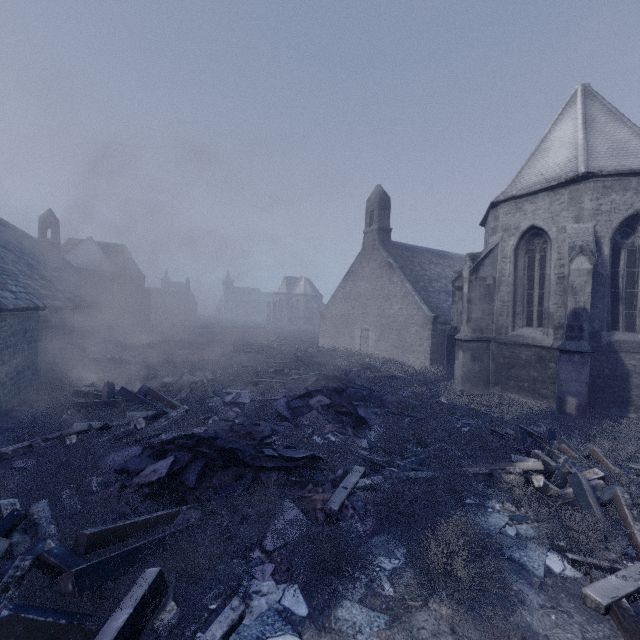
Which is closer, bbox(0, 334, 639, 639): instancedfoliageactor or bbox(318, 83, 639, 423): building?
bbox(0, 334, 639, 639): instancedfoliageactor

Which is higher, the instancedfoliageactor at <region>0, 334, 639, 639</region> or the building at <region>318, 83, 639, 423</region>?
the building at <region>318, 83, 639, 423</region>

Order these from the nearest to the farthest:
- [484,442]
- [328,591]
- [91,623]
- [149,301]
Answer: [91,623], [328,591], [484,442], [149,301]

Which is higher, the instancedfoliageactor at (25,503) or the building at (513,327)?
the building at (513,327)

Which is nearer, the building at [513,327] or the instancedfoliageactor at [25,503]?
the instancedfoliageactor at [25,503]
